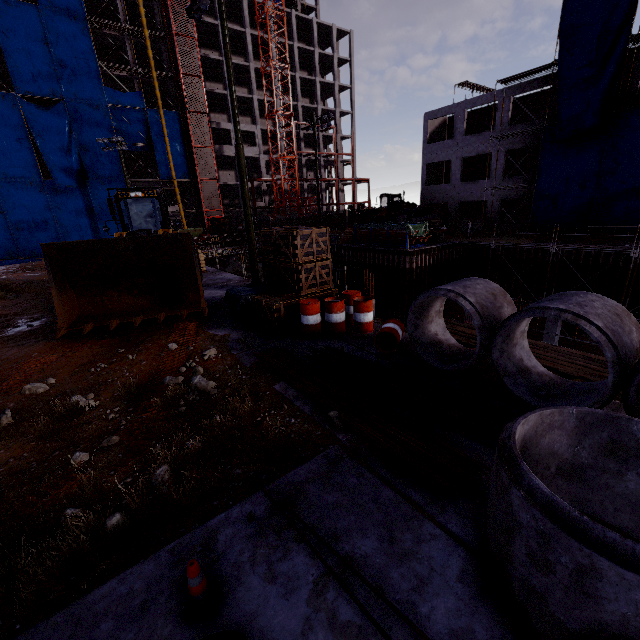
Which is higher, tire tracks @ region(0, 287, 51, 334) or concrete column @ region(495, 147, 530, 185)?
concrete column @ region(495, 147, 530, 185)

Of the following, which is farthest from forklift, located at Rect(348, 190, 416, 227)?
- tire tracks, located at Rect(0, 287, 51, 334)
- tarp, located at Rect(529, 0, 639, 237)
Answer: tire tracks, located at Rect(0, 287, 51, 334)

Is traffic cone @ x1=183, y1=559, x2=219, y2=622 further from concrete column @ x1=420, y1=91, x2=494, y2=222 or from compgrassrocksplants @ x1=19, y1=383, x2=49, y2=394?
concrete column @ x1=420, y1=91, x2=494, y2=222

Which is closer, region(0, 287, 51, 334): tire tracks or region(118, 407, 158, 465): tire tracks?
region(118, 407, 158, 465): tire tracks

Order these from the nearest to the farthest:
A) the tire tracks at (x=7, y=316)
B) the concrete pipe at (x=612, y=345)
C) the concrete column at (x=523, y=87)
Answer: the concrete pipe at (x=612, y=345) → the tire tracks at (x=7, y=316) → the concrete column at (x=523, y=87)

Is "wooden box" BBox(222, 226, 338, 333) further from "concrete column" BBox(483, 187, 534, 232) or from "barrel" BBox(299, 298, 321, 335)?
"concrete column" BBox(483, 187, 534, 232)

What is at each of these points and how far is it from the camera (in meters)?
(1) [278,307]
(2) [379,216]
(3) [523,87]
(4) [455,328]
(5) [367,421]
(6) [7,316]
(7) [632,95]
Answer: (1) wooden box, 8.74
(2) forklift, 36.03
(3) concrete column, 25.64
(4) scaffolding, 8.86
(5) rebar, 4.86
(6) tire tracks, 12.41
(7) concrete column, 21.11

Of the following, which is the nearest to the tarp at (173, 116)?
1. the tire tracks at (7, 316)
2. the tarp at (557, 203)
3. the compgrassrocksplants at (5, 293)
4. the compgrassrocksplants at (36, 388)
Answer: the tire tracks at (7, 316)
